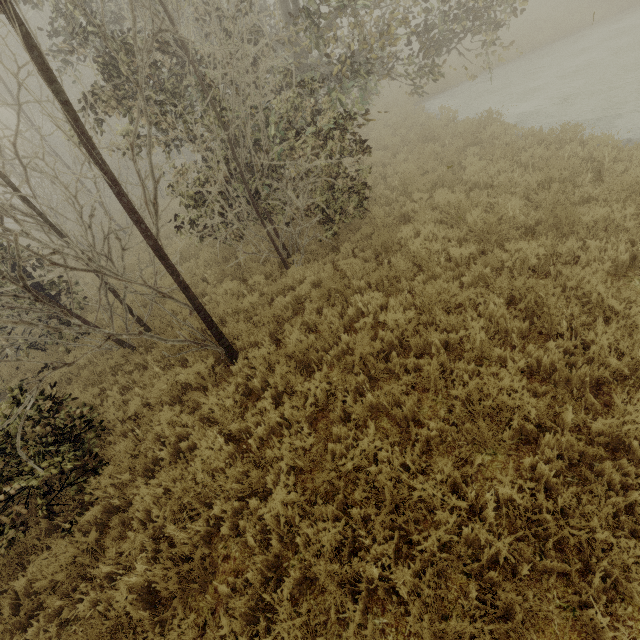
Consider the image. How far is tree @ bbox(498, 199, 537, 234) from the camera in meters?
5.7 m

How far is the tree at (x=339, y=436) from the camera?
3.9 meters

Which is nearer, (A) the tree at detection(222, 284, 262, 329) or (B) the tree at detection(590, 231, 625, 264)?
(B) the tree at detection(590, 231, 625, 264)

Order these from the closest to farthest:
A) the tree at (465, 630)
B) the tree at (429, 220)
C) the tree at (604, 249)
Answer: the tree at (465, 630) < the tree at (604, 249) < the tree at (429, 220)

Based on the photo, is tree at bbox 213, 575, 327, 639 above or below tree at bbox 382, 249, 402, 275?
below

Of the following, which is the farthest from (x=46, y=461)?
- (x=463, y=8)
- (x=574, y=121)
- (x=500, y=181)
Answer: (x=574, y=121)
